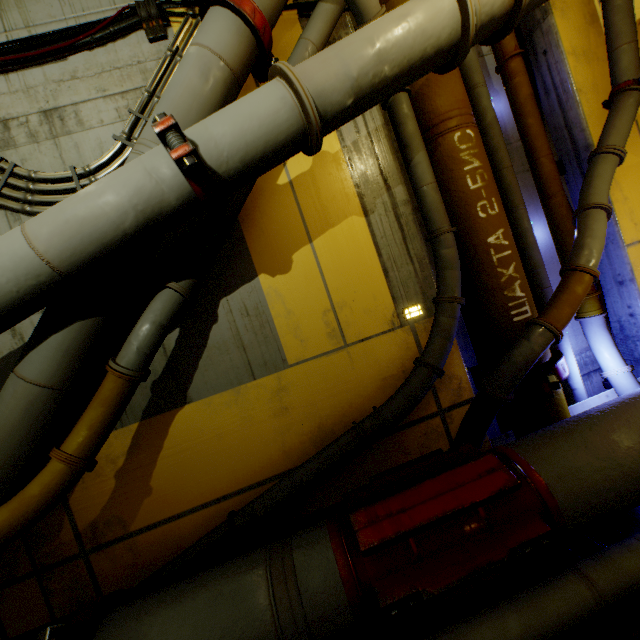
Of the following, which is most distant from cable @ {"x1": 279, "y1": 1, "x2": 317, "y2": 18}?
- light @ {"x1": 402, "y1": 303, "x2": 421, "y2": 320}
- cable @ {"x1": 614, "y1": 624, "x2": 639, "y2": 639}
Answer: cable @ {"x1": 614, "y1": 624, "x2": 639, "y2": 639}

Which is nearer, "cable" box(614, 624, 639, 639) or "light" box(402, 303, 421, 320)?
"cable" box(614, 624, 639, 639)

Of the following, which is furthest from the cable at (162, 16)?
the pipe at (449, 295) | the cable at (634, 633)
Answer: the cable at (634, 633)

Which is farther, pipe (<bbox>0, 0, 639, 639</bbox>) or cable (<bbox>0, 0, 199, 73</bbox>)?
cable (<bbox>0, 0, 199, 73</bbox>)

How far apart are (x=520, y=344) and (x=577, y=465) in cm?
107

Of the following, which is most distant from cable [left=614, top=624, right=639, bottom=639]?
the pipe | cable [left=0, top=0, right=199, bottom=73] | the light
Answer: cable [left=0, top=0, right=199, bottom=73]

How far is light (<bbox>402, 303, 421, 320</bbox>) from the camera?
3.5m

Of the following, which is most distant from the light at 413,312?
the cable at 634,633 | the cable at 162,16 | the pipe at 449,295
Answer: the cable at 162,16
